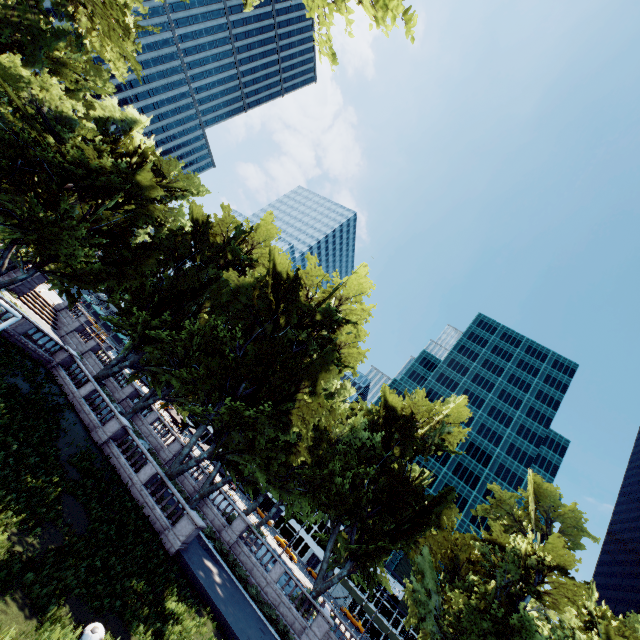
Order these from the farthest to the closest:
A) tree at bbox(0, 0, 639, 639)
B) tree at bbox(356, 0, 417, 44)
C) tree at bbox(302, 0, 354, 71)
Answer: tree at bbox(0, 0, 639, 639) < tree at bbox(302, 0, 354, 71) < tree at bbox(356, 0, 417, 44)

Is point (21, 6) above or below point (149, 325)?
above

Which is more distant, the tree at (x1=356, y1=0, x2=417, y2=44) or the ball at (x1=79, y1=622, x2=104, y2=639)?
the ball at (x1=79, y1=622, x2=104, y2=639)

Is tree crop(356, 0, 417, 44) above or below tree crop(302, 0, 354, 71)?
below

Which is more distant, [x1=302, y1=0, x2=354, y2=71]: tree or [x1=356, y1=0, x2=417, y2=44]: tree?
[x1=302, y1=0, x2=354, y2=71]: tree

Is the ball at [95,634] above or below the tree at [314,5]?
below

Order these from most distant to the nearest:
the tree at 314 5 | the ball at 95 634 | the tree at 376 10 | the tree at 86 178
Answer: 1. the tree at 86 178
2. the ball at 95 634
3. the tree at 314 5
4. the tree at 376 10
